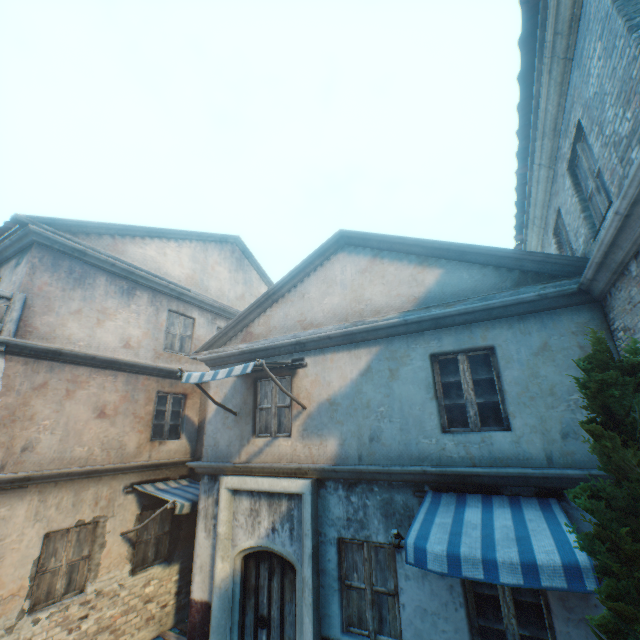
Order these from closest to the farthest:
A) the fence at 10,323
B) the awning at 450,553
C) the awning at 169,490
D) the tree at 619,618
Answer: the tree at 619,618 < the awning at 450,553 < the fence at 10,323 < the awning at 169,490

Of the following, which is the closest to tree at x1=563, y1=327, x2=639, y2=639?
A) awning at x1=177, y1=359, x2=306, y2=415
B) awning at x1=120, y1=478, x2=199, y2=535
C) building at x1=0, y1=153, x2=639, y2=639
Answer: building at x1=0, y1=153, x2=639, y2=639

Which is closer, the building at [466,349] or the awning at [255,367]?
the building at [466,349]

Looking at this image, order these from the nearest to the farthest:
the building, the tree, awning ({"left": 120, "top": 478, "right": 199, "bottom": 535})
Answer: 1. the tree
2. the building
3. awning ({"left": 120, "top": 478, "right": 199, "bottom": 535})

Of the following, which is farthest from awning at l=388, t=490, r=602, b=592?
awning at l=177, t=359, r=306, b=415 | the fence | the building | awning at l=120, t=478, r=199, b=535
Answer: the fence

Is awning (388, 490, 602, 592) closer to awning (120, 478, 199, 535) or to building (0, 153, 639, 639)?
building (0, 153, 639, 639)

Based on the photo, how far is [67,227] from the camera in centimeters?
775cm

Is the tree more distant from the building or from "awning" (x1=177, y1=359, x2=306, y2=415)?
"awning" (x1=177, y1=359, x2=306, y2=415)
